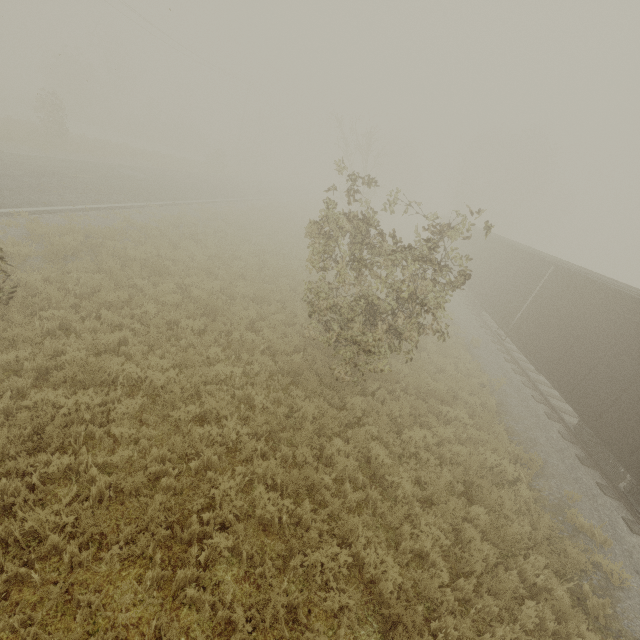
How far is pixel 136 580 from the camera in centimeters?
428cm
